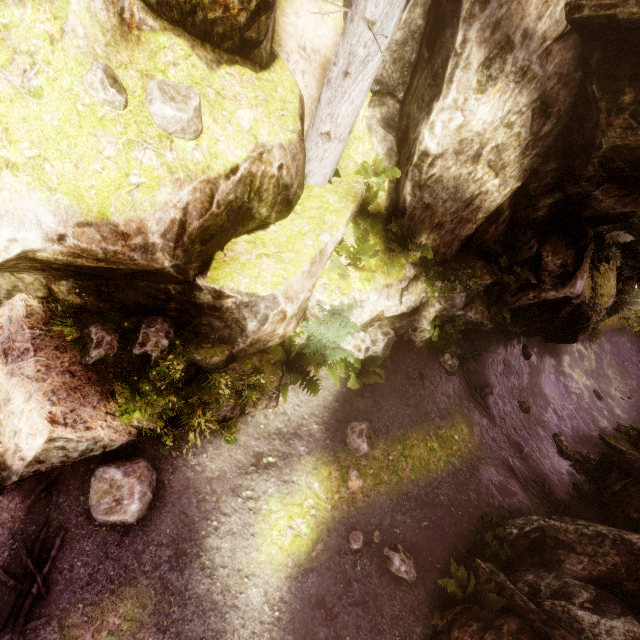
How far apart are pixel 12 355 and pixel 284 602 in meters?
6.0 m

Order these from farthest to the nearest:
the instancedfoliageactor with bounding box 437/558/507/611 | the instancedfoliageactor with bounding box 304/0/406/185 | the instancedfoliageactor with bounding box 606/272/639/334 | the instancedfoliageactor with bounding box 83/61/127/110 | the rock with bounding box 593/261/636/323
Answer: the instancedfoliageactor with bounding box 606/272/639/334, the rock with bounding box 593/261/636/323, the instancedfoliageactor with bounding box 437/558/507/611, the instancedfoliageactor with bounding box 304/0/406/185, the instancedfoliageactor with bounding box 83/61/127/110

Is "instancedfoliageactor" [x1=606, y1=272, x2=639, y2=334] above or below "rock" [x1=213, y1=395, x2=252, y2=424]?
above

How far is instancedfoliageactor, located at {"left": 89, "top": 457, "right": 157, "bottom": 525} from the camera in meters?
5.1

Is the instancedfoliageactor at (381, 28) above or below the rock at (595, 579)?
above

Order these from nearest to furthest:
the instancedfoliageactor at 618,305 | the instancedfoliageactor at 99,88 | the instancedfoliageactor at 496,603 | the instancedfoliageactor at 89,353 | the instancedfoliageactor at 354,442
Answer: the instancedfoliageactor at 99,88, the instancedfoliageactor at 89,353, the instancedfoliageactor at 496,603, the instancedfoliageactor at 354,442, the instancedfoliageactor at 618,305
